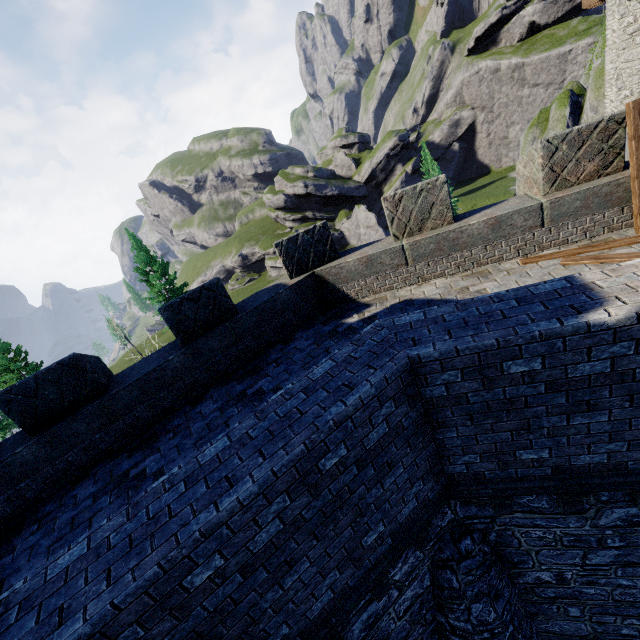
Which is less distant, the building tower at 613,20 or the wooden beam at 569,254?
the wooden beam at 569,254

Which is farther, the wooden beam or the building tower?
the building tower

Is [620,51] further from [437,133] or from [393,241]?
[437,133]
